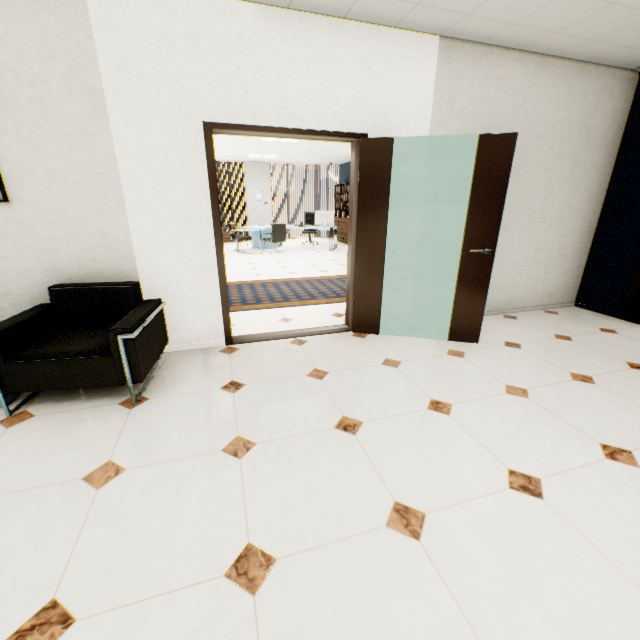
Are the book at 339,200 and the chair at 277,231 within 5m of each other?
yes

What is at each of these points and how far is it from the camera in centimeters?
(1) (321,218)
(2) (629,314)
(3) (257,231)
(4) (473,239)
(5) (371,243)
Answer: (1) monitor, 1041cm
(2) door, 432cm
(3) desk, 1089cm
(4) door, 323cm
(5) door, 347cm

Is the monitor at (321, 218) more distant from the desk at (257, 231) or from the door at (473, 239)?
the door at (473, 239)

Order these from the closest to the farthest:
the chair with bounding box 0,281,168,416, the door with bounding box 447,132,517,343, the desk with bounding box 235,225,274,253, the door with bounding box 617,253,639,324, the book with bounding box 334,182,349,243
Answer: the chair with bounding box 0,281,168,416, the door with bounding box 447,132,517,343, the door with bounding box 617,253,639,324, the desk with bounding box 235,225,274,253, the book with bounding box 334,182,349,243

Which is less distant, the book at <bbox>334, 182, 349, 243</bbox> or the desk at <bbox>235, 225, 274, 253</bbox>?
the desk at <bbox>235, 225, 274, 253</bbox>

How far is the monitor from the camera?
10.36m

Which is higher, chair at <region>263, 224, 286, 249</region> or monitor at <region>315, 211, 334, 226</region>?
monitor at <region>315, 211, 334, 226</region>

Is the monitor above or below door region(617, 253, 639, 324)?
above
